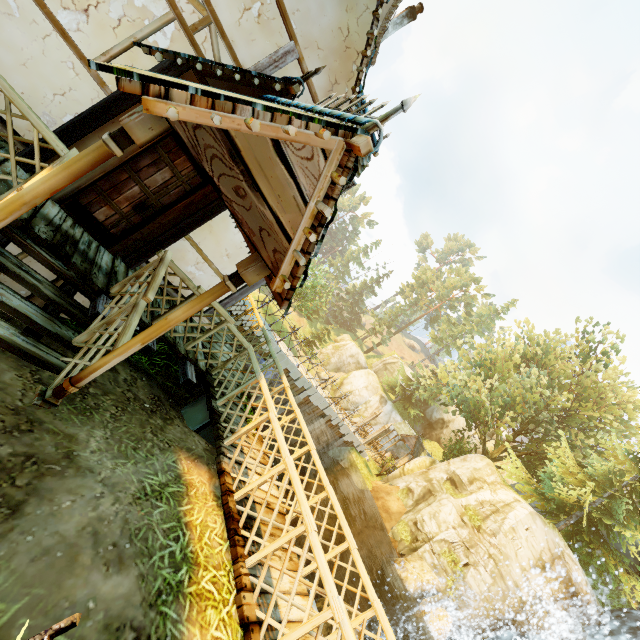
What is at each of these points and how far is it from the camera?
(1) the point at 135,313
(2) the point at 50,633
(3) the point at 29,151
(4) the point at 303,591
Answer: (1) fence, 4.1m
(2) fence, 2.0m
(3) building, 4.5m
(4) wooden platform, 4.8m

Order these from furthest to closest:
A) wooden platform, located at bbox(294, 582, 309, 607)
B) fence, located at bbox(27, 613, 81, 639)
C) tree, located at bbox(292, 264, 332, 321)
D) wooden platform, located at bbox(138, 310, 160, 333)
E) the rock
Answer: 1. tree, located at bbox(292, 264, 332, 321)
2. the rock
3. wooden platform, located at bbox(138, 310, 160, 333)
4. wooden platform, located at bbox(294, 582, 309, 607)
5. fence, located at bbox(27, 613, 81, 639)

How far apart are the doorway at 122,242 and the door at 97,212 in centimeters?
0cm

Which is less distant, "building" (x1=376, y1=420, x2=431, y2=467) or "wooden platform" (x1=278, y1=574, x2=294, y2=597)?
"wooden platform" (x1=278, y1=574, x2=294, y2=597)

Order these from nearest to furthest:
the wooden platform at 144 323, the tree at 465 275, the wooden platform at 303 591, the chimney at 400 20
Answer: the wooden platform at 303 591 → the wooden platform at 144 323 → the chimney at 400 20 → the tree at 465 275

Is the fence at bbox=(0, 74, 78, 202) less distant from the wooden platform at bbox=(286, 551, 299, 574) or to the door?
the wooden platform at bbox=(286, 551, 299, 574)

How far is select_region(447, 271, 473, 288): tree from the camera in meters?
57.2
